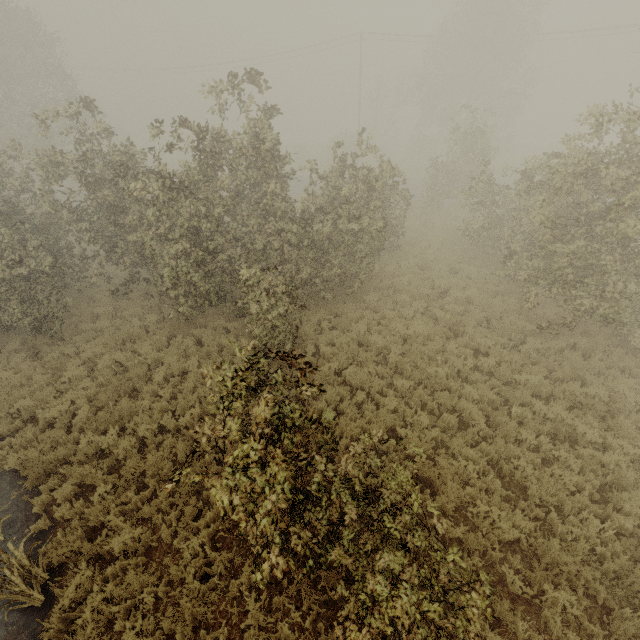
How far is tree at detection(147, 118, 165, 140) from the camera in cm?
914

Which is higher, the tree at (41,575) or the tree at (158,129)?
the tree at (158,129)

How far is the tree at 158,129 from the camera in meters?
9.1 m

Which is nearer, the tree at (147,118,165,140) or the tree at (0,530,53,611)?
the tree at (0,530,53,611)

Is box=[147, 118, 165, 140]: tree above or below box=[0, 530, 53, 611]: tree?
above

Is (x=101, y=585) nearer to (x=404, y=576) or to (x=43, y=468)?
(x=43, y=468)
